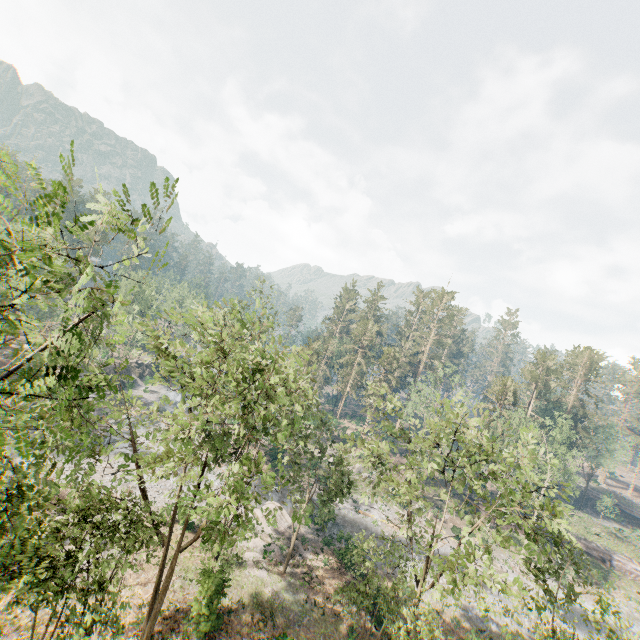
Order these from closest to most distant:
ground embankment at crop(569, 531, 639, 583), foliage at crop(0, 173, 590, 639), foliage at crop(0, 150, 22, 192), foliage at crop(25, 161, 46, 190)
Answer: foliage at crop(0, 150, 22, 192) < foliage at crop(25, 161, 46, 190) < foliage at crop(0, 173, 590, 639) < ground embankment at crop(569, 531, 639, 583)

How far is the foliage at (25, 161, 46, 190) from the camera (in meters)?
4.82

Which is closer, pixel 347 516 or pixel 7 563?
pixel 7 563

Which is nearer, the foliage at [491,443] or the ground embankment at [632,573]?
the foliage at [491,443]

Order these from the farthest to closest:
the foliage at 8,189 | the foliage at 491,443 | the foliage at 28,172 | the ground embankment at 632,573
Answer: the ground embankment at 632,573, the foliage at 491,443, the foliage at 28,172, the foliage at 8,189

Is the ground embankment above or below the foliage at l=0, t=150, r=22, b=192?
below

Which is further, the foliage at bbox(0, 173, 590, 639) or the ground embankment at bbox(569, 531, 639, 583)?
the ground embankment at bbox(569, 531, 639, 583)
